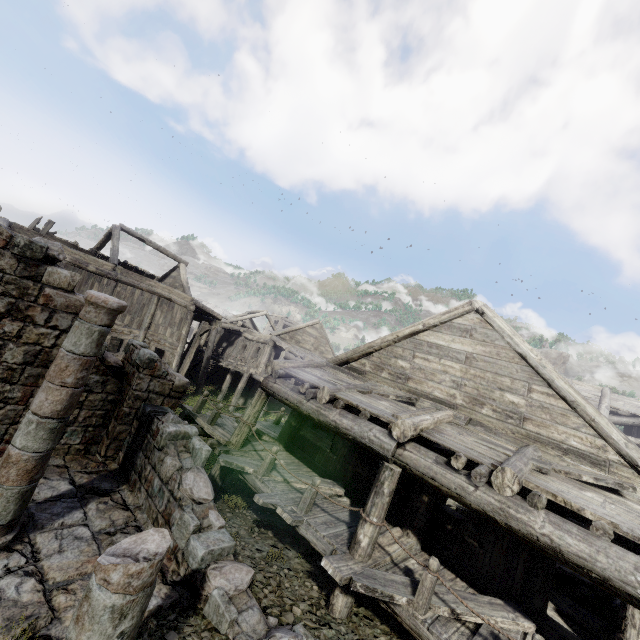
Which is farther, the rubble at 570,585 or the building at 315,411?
the rubble at 570,585

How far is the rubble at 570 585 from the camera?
7.34m

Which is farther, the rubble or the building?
the rubble

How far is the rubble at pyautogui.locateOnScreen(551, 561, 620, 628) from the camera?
7.3m

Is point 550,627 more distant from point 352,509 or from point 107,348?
point 107,348
